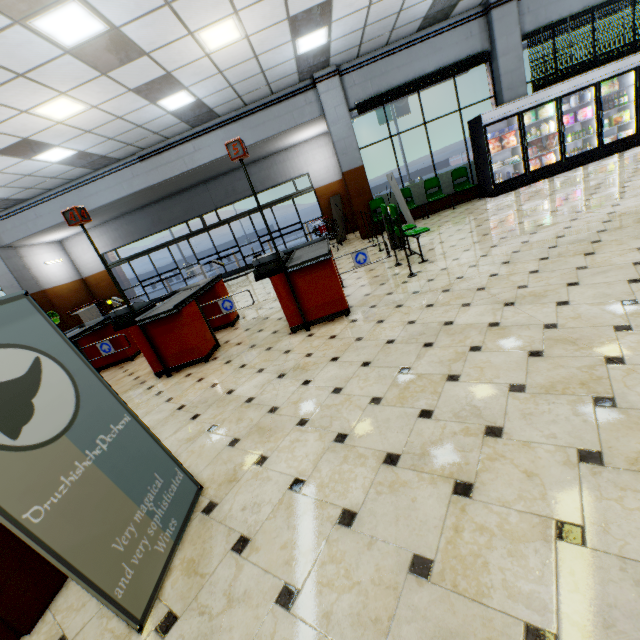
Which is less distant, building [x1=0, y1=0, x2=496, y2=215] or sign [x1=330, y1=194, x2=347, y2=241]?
building [x1=0, y1=0, x2=496, y2=215]

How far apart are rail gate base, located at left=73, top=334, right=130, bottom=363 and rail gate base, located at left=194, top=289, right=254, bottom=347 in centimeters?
126cm

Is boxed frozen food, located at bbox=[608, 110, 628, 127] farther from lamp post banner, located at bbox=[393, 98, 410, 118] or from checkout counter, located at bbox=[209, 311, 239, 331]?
lamp post banner, located at bbox=[393, 98, 410, 118]

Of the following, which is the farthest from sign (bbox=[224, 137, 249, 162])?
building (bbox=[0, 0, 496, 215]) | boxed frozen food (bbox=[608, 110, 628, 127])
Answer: boxed frozen food (bbox=[608, 110, 628, 127])

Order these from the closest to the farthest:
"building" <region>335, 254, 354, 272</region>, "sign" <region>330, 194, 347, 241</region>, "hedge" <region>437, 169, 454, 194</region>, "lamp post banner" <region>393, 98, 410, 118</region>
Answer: "building" <region>335, 254, 354, 272</region> < "hedge" <region>437, 169, 454, 194</region> < "sign" <region>330, 194, 347, 241</region> < "lamp post banner" <region>393, 98, 410, 118</region>

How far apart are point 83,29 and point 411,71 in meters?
8.4 m

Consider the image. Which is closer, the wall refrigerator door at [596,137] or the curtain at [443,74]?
the wall refrigerator door at [596,137]

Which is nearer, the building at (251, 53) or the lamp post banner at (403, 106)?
the building at (251, 53)
